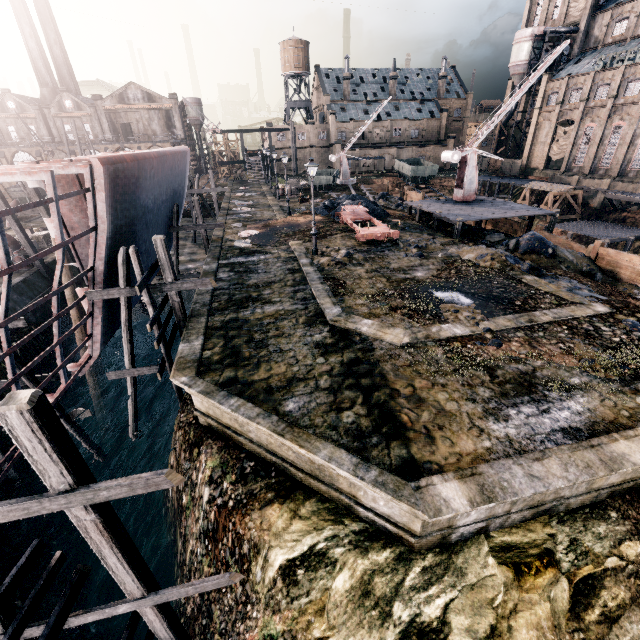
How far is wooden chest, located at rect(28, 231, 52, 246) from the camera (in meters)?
26.84

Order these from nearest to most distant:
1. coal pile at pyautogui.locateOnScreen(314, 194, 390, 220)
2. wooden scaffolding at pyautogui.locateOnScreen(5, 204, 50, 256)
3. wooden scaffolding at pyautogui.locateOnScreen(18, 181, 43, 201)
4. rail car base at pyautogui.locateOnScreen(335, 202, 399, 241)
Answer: wooden scaffolding at pyautogui.locateOnScreen(18, 181, 43, 201) < wooden scaffolding at pyautogui.locateOnScreen(5, 204, 50, 256) < rail car base at pyautogui.locateOnScreen(335, 202, 399, 241) < coal pile at pyautogui.locateOnScreen(314, 194, 390, 220)

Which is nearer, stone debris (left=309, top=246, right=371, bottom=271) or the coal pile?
stone debris (left=309, top=246, right=371, bottom=271)

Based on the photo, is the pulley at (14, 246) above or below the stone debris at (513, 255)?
above

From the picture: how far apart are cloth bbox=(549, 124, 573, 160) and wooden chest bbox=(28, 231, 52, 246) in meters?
73.6 m

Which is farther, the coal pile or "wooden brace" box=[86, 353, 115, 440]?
the coal pile

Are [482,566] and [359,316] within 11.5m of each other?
yes

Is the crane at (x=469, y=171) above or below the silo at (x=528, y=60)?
below
